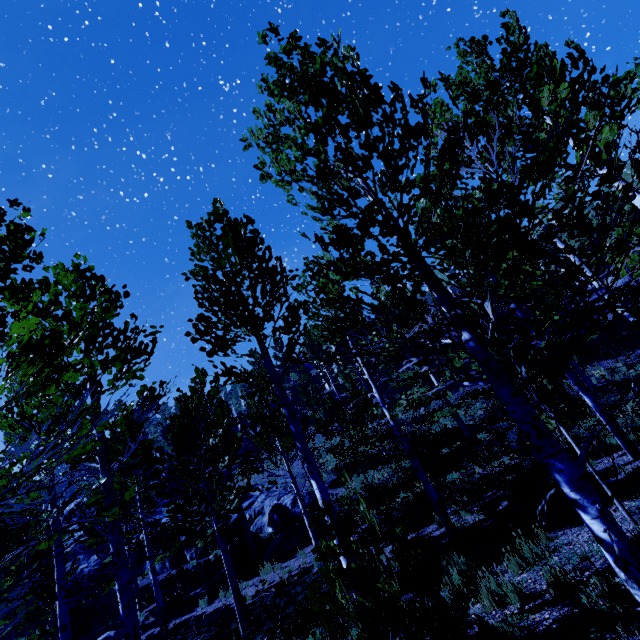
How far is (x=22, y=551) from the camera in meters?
11.8 m

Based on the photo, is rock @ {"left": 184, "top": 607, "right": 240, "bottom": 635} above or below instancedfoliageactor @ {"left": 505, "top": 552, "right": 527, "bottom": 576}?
above

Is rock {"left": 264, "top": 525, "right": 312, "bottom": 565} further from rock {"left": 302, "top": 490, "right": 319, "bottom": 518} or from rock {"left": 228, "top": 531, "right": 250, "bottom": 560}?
rock {"left": 228, "top": 531, "right": 250, "bottom": 560}

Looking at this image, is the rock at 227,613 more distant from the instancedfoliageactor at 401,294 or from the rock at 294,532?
the rock at 294,532

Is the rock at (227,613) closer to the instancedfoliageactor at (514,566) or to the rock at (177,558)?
the instancedfoliageactor at (514,566)

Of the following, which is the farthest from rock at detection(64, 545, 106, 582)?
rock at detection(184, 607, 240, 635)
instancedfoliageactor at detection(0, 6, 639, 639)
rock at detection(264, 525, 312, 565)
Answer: rock at detection(184, 607, 240, 635)

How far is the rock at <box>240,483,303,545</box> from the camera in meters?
19.3

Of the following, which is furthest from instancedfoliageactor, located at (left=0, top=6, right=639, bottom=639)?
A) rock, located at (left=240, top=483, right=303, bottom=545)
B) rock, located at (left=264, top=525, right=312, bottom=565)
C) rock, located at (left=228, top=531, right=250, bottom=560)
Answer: rock, located at (left=228, top=531, right=250, bottom=560)
